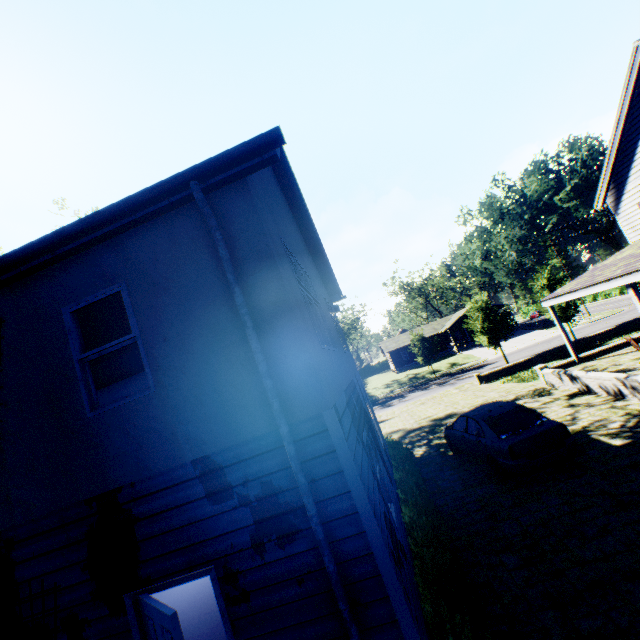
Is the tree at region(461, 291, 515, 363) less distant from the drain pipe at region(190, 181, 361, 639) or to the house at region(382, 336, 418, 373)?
the house at region(382, 336, 418, 373)

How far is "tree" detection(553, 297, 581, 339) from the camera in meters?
27.2

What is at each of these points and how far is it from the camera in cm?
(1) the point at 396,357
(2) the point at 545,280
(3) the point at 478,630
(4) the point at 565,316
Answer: (1) house, 5784
(2) tree, 2864
(3) hedge, 427
(4) tree, 2819

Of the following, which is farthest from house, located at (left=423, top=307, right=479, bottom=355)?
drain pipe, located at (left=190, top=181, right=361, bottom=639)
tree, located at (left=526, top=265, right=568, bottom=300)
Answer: drain pipe, located at (left=190, top=181, right=361, bottom=639)

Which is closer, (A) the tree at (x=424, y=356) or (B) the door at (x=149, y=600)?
(B) the door at (x=149, y=600)

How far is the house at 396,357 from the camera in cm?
5731

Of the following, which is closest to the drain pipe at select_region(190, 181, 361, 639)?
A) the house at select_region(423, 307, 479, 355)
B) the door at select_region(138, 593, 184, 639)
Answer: the door at select_region(138, 593, 184, 639)

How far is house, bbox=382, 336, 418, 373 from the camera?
57.31m
